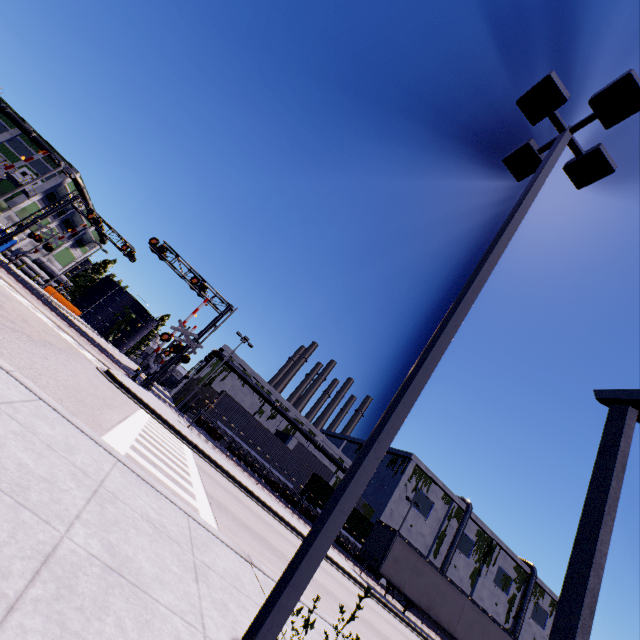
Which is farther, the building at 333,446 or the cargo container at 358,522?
the building at 333,446

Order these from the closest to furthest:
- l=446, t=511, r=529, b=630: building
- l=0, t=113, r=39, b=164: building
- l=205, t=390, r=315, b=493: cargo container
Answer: l=205, t=390, r=315, b=493: cargo container → l=0, t=113, r=39, b=164: building → l=446, t=511, r=529, b=630: building

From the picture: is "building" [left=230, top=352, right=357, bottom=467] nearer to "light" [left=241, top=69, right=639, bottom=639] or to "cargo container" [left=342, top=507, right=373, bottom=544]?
"cargo container" [left=342, top=507, right=373, bottom=544]

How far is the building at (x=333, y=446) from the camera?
48.8 meters

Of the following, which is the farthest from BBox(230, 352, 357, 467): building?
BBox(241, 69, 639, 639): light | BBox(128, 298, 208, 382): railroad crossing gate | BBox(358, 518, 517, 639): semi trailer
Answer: BBox(241, 69, 639, 639): light

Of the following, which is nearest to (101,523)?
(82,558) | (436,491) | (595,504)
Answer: (82,558)

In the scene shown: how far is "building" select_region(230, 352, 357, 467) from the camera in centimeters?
4884cm

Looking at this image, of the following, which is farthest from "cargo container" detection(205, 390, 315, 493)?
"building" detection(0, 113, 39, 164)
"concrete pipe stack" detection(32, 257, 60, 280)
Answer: "concrete pipe stack" detection(32, 257, 60, 280)
